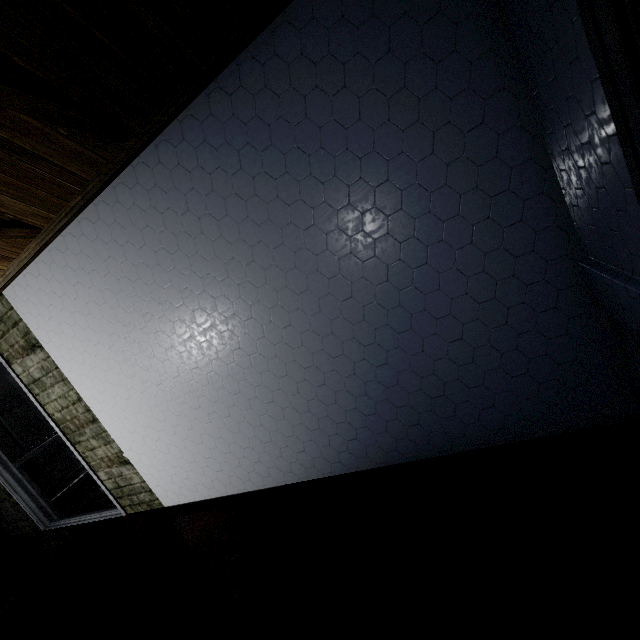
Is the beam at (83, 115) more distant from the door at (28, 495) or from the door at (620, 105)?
the door at (28, 495)

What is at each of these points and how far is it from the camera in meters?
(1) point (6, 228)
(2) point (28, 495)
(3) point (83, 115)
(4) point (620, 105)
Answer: (1) beam, 1.7
(2) door, 3.5
(3) beam, 1.3
(4) door, 0.6

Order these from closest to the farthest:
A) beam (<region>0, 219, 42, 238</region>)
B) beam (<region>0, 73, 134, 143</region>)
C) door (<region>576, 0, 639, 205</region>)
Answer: door (<region>576, 0, 639, 205</region>)
beam (<region>0, 73, 134, 143</region>)
beam (<region>0, 219, 42, 238</region>)

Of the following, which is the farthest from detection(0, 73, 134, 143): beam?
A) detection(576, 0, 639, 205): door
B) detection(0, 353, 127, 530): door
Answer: detection(0, 353, 127, 530): door

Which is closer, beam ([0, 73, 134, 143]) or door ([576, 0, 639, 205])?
door ([576, 0, 639, 205])
